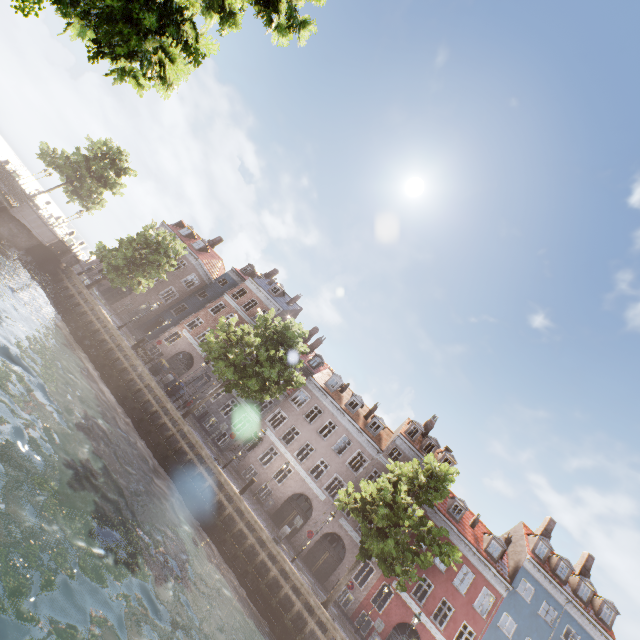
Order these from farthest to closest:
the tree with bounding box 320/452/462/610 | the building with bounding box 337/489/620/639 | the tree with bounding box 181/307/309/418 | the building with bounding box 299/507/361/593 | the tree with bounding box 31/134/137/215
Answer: the tree with bounding box 31/134/137/215
the building with bounding box 299/507/361/593
the building with bounding box 337/489/620/639
the tree with bounding box 181/307/309/418
the tree with bounding box 320/452/462/610

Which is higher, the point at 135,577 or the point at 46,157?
the point at 46,157

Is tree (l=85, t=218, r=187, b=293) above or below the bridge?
above

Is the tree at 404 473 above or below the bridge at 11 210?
above

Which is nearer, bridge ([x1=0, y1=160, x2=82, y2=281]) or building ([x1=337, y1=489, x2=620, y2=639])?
bridge ([x1=0, y1=160, x2=82, y2=281])

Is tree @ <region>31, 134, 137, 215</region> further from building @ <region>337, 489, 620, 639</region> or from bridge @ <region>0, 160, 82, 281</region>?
building @ <region>337, 489, 620, 639</region>

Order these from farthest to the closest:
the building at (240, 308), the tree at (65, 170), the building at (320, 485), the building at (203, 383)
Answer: the building at (240, 308), the building at (203, 383), the tree at (65, 170), the building at (320, 485)

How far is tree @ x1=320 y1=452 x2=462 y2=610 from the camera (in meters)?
17.06
